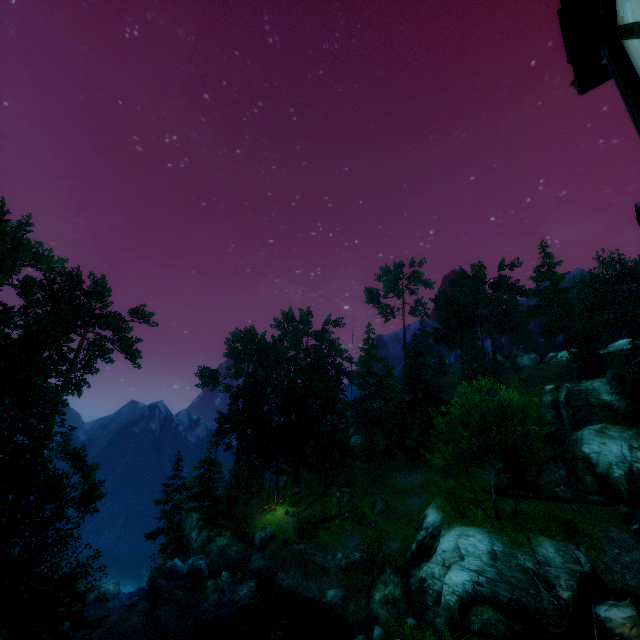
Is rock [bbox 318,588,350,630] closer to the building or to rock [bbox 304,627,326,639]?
rock [bbox 304,627,326,639]

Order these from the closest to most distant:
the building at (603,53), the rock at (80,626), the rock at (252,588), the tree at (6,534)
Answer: the building at (603,53) → the tree at (6,534) → the rock at (80,626) → the rock at (252,588)

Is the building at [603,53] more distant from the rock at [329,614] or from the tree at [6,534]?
the rock at [329,614]

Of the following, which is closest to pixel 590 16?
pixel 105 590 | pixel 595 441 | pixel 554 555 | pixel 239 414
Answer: pixel 554 555

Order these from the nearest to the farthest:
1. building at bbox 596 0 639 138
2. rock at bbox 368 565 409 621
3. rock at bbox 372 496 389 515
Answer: building at bbox 596 0 639 138, rock at bbox 368 565 409 621, rock at bbox 372 496 389 515

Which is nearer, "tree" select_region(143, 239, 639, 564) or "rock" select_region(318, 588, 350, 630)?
"rock" select_region(318, 588, 350, 630)

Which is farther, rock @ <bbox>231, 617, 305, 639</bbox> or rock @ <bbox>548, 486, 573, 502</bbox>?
rock @ <bbox>548, 486, 573, 502</bbox>

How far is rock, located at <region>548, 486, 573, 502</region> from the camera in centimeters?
3088cm
